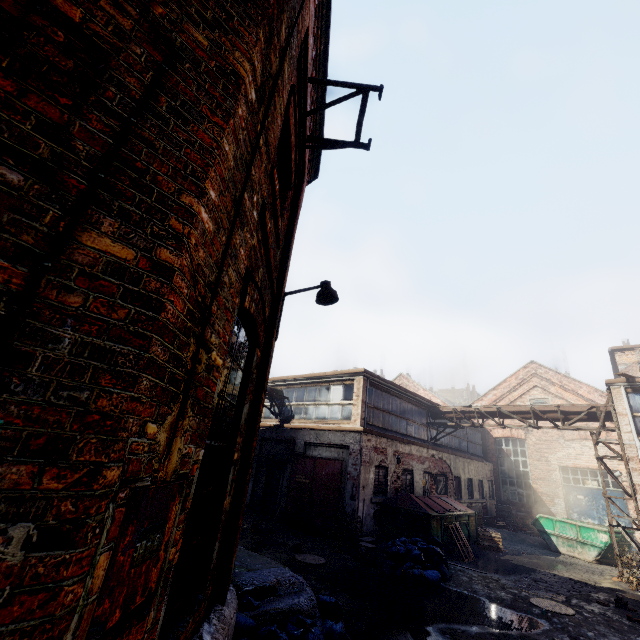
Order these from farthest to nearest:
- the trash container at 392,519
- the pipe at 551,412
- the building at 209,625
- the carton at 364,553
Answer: the pipe at 551,412 → the trash container at 392,519 → the carton at 364,553 → the building at 209,625

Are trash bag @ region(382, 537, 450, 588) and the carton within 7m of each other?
yes

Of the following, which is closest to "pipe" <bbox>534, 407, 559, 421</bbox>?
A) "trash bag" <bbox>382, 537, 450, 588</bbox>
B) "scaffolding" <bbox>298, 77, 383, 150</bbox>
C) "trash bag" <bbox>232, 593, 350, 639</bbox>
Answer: "trash bag" <bbox>382, 537, 450, 588</bbox>

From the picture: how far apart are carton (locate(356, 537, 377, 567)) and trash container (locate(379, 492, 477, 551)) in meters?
2.1

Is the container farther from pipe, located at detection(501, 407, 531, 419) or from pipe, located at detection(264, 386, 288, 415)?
pipe, located at detection(264, 386, 288, 415)

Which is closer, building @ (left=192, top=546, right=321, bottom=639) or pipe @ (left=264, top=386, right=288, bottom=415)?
building @ (left=192, top=546, right=321, bottom=639)

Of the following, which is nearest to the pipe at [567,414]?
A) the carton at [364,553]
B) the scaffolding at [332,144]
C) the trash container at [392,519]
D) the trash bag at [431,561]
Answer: the trash container at [392,519]

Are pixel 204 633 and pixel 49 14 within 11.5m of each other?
yes
